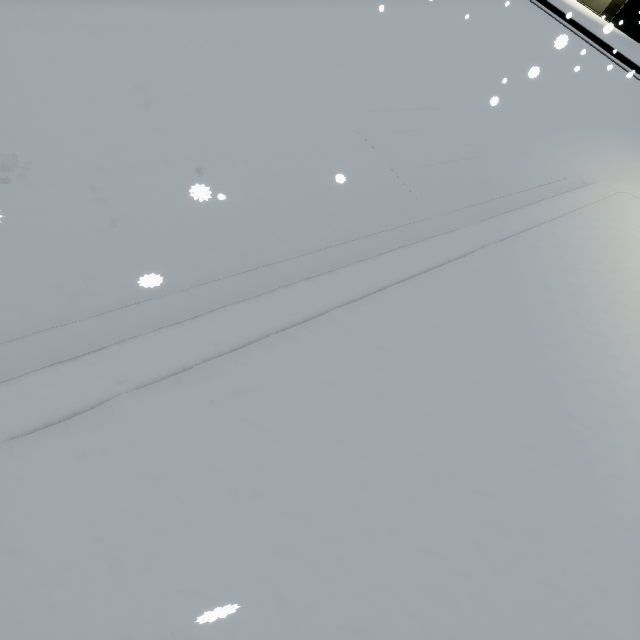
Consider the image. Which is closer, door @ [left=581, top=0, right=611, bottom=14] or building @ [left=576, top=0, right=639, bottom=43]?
building @ [left=576, top=0, right=639, bottom=43]

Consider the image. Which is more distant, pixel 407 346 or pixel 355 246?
pixel 355 246

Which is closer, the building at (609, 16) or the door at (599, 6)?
the building at (609, 16)
